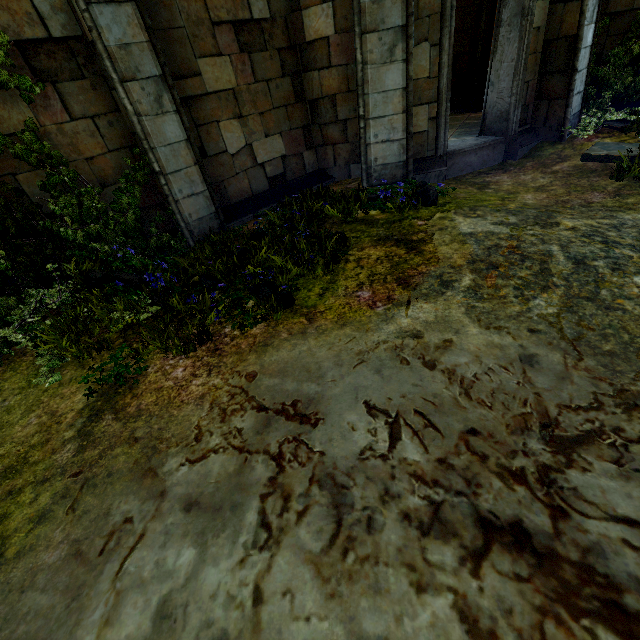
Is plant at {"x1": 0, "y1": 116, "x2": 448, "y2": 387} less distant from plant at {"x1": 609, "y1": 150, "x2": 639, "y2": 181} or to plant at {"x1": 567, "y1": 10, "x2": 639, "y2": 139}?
plant at {"x1": 609, "y1": 150, "x2": 639, "y2": 181}

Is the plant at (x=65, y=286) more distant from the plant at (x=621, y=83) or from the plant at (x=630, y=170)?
the plant at (x=621, y=83)

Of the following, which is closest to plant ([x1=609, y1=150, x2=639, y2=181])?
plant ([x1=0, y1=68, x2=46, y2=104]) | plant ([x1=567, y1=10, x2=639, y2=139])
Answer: plant ([x1=567, y1=10, x2=639, y2=139])

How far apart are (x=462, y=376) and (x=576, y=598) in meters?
1.4 m

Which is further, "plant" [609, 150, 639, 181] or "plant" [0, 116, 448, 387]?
"plant" [609, 150, 639, 181]

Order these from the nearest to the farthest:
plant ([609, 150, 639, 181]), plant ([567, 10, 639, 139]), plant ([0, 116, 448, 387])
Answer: plant ([0, 116, 448, 387]), plant ([609, 150, 639, 181]), plant ([567, 10, 639, 139])

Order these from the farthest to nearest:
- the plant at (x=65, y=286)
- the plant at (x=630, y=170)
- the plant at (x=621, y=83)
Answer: →
1. the plant at (x=621, y=83)
2. the plant at (x=630, y=170)
3. the plant at (x=65, y=286)
